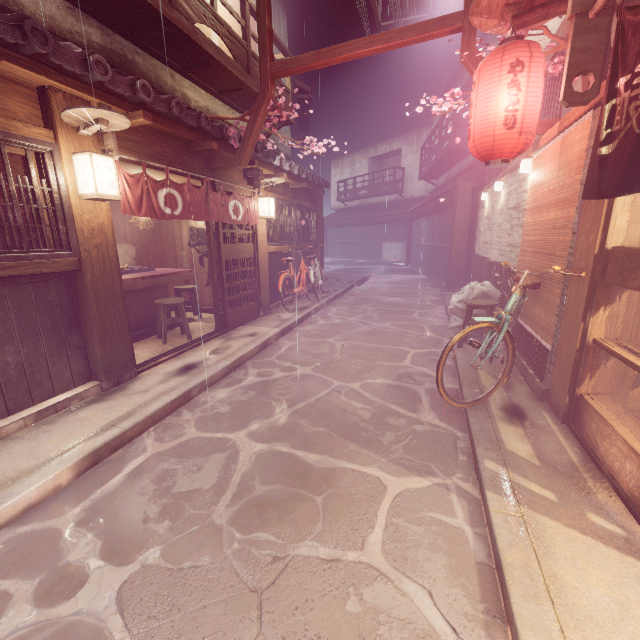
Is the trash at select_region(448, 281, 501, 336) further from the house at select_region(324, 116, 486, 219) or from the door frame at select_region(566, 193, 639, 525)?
the house at select_region(324, 116, 486, 219)

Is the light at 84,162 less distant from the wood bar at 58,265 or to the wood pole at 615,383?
the wood bar at 58,265

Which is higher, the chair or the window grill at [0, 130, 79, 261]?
the window grill at [0, 130, 79, 261]

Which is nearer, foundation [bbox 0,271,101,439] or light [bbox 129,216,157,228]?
foundation [bbox 0,271,101,439]

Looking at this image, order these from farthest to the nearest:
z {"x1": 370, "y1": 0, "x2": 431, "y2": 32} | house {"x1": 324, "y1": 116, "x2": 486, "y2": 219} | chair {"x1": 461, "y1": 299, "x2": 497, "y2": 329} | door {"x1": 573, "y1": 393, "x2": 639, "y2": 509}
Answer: house {"x1": 324, "y1": 116, "x2": 486, "y2": 219}, z {"x1": 370, "y1": 0, "x2": 431, "y2": 32}, chair {"x1": 461, "y1": 299, "x2": 497, "y2": 329}, door {"x1": 573, "y1": 393, "x2": 639, "y2": 509}

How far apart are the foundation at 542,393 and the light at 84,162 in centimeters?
930cm

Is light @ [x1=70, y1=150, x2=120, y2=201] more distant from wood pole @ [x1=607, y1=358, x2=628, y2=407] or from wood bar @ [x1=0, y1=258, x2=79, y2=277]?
wood pole @ [x1=607, y1=358, x2=628, y2=407]

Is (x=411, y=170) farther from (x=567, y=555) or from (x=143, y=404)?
(x=567, y=555)
